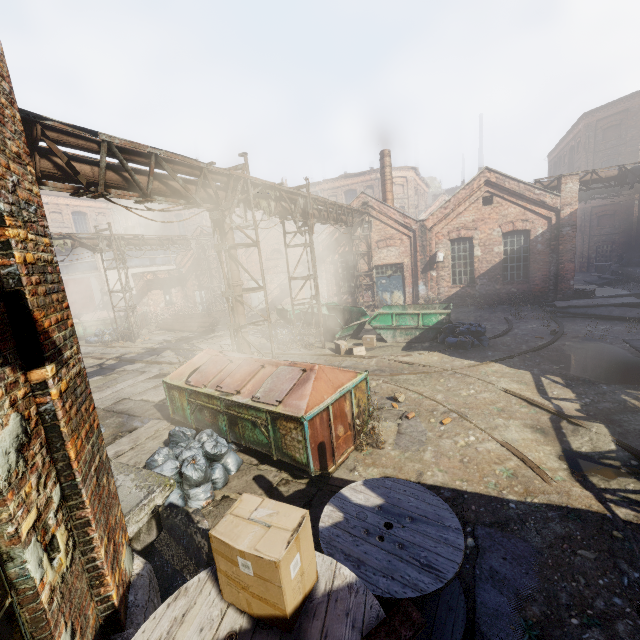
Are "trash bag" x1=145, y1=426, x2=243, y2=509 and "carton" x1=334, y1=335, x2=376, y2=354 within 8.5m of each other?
yes

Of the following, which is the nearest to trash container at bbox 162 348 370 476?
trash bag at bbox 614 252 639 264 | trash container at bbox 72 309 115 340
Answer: trash container at bbox 72 309 115 340

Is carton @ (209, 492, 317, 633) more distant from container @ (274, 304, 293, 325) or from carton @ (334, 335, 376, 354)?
container @ (274, 304, 293, 325)

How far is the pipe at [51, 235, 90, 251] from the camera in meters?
15.9 m

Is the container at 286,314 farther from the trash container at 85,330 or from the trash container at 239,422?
the trash container at 85,330

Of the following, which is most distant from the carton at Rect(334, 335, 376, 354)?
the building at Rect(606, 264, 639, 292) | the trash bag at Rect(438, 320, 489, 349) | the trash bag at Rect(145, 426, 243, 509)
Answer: the building at Rect(606, 264, 639, 292)

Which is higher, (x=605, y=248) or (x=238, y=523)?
(x=238, y=523)

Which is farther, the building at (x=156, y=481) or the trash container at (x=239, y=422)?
the trash container at (x=239, y=422)
